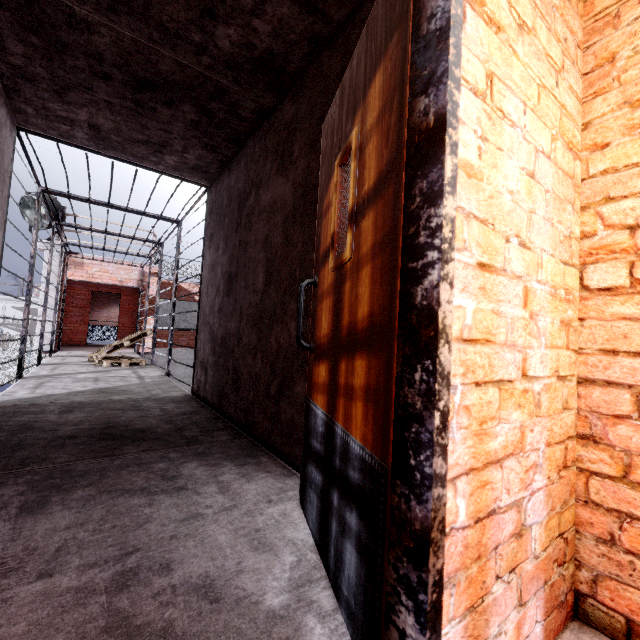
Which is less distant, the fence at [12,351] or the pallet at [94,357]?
the pallet at [94,357]

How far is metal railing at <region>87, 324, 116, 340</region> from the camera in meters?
13.9

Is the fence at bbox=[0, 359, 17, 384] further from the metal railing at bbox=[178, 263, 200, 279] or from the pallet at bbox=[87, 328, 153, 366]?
the pallet at bbox=[87, 328, 153, 366]

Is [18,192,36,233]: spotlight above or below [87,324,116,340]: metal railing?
above

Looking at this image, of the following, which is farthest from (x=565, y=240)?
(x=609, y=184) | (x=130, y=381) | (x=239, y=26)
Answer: (x=130, y=381)

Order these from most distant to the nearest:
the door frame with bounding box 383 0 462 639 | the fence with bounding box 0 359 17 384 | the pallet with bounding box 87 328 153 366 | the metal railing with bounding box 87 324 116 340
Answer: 1. the fence with bounding box 0 359 17 384
2. the metal railing with bounding box 87 324 116 340
3. the pallet with bounding box 87 328 153 366
4. the door frame with bounding box 383 0 462 639

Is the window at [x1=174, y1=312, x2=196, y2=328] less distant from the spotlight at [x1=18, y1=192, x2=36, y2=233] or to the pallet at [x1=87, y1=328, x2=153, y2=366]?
the spotlight at [x1=18, y1=192, x2=36, y2=233]
